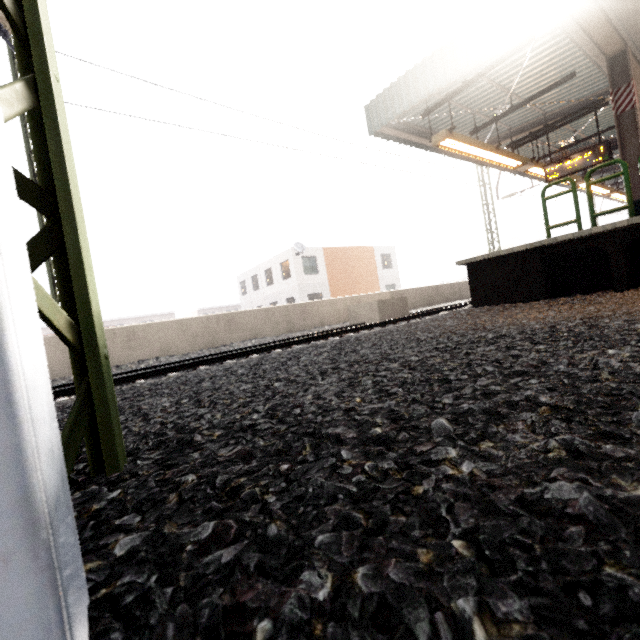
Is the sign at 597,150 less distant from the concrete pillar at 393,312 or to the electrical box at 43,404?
the concrete pillar at 393,312

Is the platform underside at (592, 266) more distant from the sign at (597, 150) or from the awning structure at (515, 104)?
the sign at (597, 150)

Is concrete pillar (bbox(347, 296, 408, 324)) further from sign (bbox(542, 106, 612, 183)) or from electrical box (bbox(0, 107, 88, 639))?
electrical box (bbox(0, 107, 88, 639))

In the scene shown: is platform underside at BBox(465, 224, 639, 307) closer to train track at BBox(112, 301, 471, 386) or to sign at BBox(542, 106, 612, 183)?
train track at BBox(112, 301, 471, 386)

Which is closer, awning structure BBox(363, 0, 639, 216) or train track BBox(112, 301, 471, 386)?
train track BBox(112, 301, 471, 386)

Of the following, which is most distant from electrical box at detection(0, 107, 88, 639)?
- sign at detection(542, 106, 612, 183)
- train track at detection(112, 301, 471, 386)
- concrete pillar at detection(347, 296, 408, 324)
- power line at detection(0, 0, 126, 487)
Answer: sign at detection(542, 106, 612, 183)

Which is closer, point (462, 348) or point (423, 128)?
point (462, 348)

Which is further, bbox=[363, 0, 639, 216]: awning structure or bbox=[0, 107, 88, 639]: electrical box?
bbox=[363, 0, 639, 216]: awning structure
